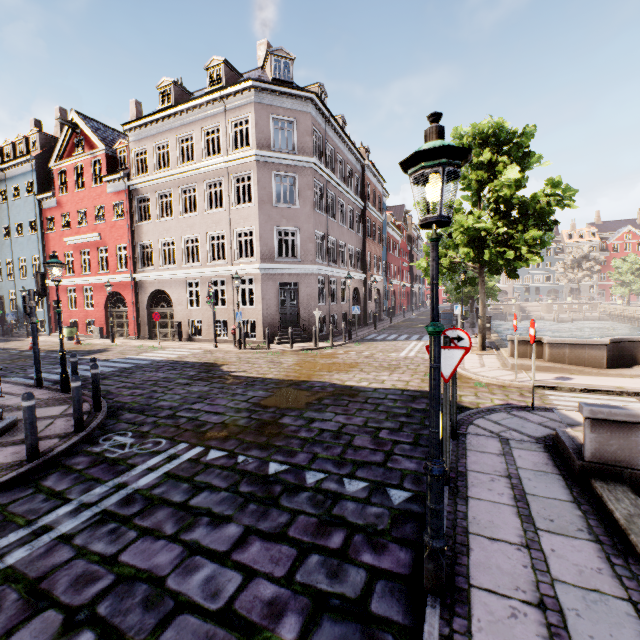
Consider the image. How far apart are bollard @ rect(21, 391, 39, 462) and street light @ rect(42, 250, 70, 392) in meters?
4.6

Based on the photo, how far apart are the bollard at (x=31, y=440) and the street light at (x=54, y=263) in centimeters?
464cm

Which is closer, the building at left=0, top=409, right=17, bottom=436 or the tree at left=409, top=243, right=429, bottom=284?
the building at left=0, top=409, right=17, bottom=436

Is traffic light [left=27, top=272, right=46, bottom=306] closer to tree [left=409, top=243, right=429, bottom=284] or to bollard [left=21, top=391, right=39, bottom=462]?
bollard [left=21, top=391, right=39, bottom=462]

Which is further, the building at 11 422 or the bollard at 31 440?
the building at 11 422

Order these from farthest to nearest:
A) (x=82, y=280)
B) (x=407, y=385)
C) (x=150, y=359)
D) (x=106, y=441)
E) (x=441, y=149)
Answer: (x=82, y=280) < (x=150, y=359) < (x=407, y=385) < (x=106, y=441) < (x=441, y=149)

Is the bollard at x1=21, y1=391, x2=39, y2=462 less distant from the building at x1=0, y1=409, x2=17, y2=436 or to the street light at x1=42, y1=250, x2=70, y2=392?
the building at x1=0, y1=409, x2=17, y2=436

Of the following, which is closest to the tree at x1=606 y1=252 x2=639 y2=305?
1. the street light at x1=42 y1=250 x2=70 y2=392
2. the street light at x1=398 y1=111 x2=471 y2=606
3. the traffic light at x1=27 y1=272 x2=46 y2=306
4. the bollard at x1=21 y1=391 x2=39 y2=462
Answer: the street light at x1=398 y1=111 x2=471 y2=606
